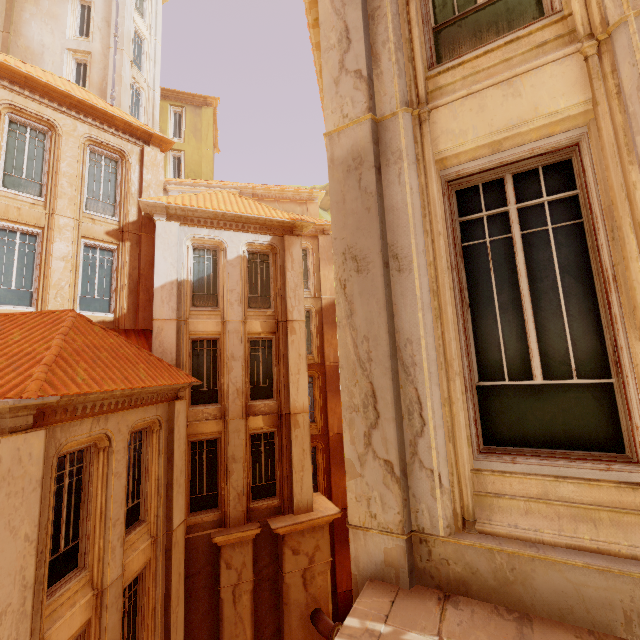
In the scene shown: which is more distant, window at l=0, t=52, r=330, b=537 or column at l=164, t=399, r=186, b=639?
window at l=0, t=52, r=330, b=537

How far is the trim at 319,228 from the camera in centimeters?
1900cm

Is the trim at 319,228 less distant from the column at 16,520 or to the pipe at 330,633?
the column at 16,520

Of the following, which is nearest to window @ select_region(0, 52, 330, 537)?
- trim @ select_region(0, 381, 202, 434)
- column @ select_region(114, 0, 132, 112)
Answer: trim @ select_region(0, 381, 202, 434)

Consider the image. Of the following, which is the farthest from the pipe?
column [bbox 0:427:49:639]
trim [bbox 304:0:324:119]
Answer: column [bbox 0:427:49:639]

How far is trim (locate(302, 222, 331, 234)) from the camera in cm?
1900

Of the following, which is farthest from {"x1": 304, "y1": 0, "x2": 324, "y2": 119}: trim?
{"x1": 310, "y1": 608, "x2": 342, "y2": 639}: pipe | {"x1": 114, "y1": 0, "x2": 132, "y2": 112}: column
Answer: {"x1": 114, "y1": 0, "x2": 132, "y2": 112}: column

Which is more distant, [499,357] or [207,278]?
[207,278]
